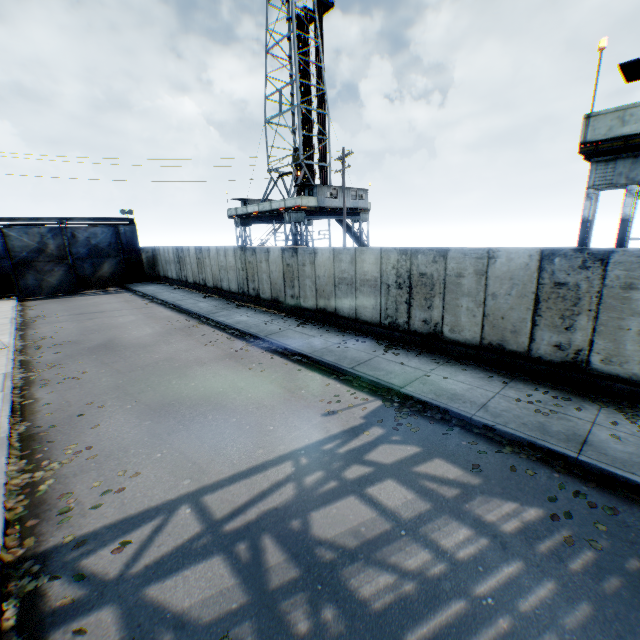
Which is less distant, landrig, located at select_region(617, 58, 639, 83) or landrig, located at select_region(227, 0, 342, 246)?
landrig, located at select_region(617, 58, 639, 83)

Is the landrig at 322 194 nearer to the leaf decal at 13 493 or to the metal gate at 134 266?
the metal gate at 134 266

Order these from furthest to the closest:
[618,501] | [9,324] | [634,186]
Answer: [9,324], [634,186], [618,501]

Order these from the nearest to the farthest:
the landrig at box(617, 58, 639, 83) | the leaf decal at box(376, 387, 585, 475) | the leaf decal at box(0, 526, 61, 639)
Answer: the leaf decal at box(0, 526, 61, 639), the leaf decal at box(376, 387, 585, 475), the landrig at box(617, 58, 639, 83)

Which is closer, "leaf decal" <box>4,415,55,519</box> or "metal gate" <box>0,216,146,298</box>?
"leaf decal" <box>4,415,55,519</box>

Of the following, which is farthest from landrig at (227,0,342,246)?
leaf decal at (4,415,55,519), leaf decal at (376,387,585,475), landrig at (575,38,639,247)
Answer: leaf decal at (4,415,55,519)

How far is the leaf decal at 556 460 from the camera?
5.7 meters

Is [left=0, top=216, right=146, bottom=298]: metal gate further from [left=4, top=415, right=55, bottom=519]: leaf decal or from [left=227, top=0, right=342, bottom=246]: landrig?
[left=4, top=415, right=55, bottom=519]: leaf decal
